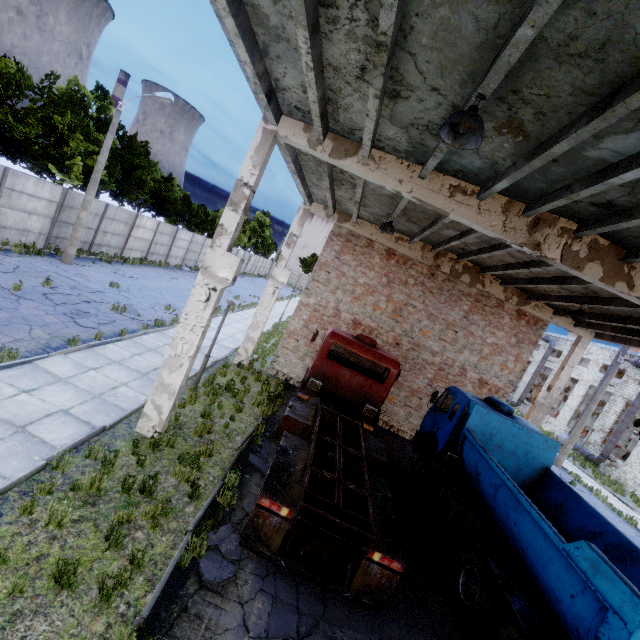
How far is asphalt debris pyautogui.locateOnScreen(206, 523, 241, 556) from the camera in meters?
5.9 m

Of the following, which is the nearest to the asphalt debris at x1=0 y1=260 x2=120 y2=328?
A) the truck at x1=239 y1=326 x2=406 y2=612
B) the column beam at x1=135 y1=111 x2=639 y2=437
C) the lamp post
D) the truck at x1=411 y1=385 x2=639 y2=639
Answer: the lamp post

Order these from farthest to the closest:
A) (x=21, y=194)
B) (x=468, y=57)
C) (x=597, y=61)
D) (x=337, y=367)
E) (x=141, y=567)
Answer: (x=21, y=194), (x=337, y=367), (x=141, y=567), (x=468, y=57), (x=597, y=61)

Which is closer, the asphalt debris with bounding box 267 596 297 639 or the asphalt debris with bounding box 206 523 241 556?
the asphalt debris with bounding box 267 596 297 639

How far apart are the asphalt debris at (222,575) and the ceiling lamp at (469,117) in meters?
7.4

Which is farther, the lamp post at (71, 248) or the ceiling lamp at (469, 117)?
the lamp post at (71, 248)

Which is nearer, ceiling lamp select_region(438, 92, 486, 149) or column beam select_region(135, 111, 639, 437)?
ceiling lamp select_region(438, 92, 486, 149)

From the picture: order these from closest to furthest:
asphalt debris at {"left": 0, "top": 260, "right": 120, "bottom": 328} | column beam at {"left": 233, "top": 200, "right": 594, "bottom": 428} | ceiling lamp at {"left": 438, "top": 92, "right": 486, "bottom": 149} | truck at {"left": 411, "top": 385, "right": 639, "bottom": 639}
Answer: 1. ceiling lamp at {"left": 438, "top": 92, "right": 486, "bottom": 149}
2. truck at {"left": 411, "top": 385, "right": 639, "bottom": 639}
3. asphalt debris at {"left": 0, "top": 260, "right": 120, "bottom": 328}
4. column beam at {"left": 233, "top": 200, "right": 594, "bottom": 428}
